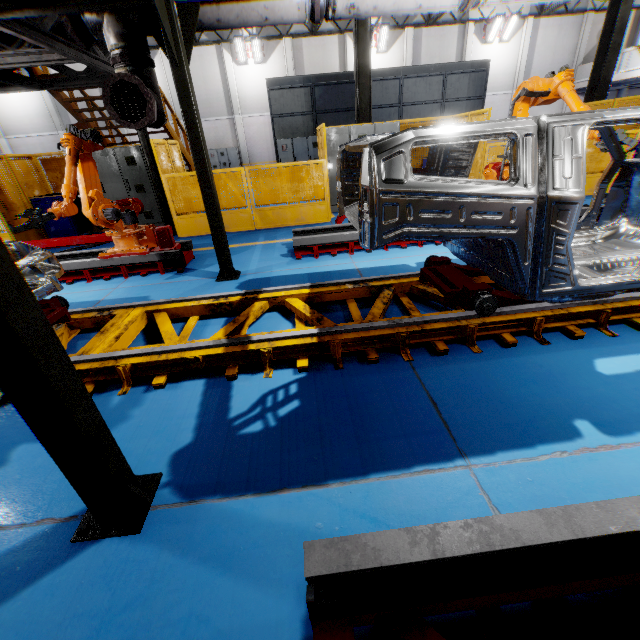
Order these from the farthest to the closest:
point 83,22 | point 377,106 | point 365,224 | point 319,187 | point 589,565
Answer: point 377,106, point 319,187, point 83,22, point 365,224, point 589,565

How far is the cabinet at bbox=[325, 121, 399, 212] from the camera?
8.6m

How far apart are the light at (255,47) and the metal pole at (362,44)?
14.0 meters

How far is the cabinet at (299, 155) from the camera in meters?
14.5 m

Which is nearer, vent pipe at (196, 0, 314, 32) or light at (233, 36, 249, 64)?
vent pipe at (196, 0, 314, 32)

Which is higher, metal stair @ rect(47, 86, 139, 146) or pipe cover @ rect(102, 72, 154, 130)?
metal stair @ rect(47, 86, 139, 146)

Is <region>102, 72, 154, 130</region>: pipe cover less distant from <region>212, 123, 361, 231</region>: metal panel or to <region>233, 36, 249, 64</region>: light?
<region>212, 123, 361, 231</region>: metal panel

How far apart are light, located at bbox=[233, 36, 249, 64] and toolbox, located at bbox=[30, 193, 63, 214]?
17.1m
